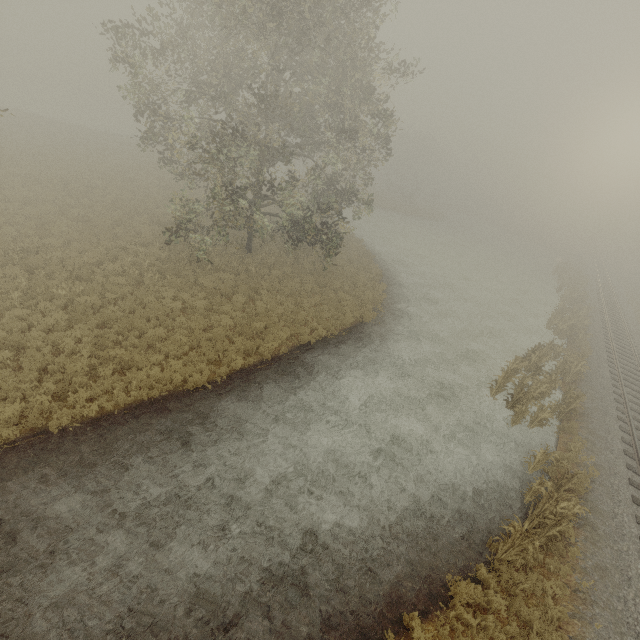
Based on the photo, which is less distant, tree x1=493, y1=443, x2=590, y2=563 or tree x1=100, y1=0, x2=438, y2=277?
tree x1=493, y1=443, x2=590, y2=563

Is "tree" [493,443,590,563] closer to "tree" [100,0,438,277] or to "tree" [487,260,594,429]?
"tree" [487,260,594,429]

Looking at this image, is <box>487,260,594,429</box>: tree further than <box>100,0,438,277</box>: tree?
Yes

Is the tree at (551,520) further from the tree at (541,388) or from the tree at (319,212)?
the tree at (319,212)

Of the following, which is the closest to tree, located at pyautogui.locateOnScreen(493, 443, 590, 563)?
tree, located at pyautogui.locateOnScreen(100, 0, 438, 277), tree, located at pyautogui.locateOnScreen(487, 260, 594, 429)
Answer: tree, located at pyautogui.locateOnScreen(487, 260, 594, 429)

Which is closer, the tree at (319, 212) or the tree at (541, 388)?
the tree at (319, 212)

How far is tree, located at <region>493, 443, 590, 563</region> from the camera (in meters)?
8.67

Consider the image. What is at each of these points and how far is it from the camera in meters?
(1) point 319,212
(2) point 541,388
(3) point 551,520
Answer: (1) tree, 19.3
(2) tree, 16.0
(3) tree, 9.1
